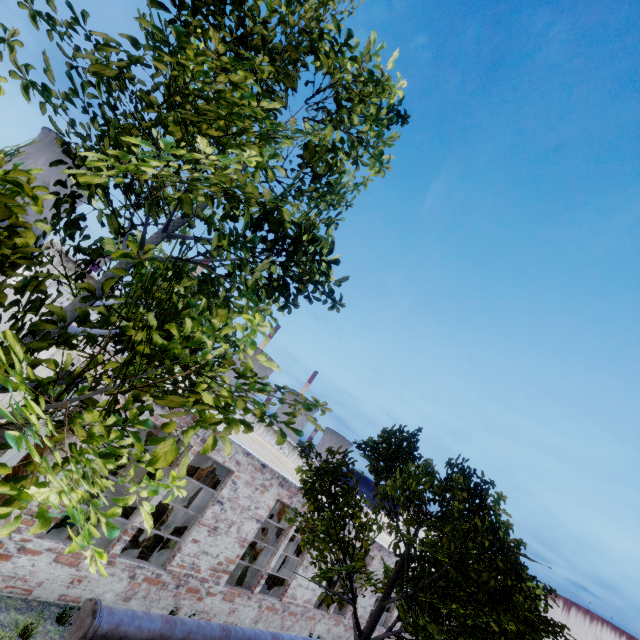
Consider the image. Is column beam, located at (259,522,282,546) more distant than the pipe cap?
Yes

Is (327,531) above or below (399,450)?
below

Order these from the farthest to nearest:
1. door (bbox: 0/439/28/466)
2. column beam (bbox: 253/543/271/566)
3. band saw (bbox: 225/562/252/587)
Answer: column beam (bbox: 253/543/271/566)
band saw (bbox: 225/562/252/587)
door (bbox: 0/439/28/466)

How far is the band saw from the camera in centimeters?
1201cm

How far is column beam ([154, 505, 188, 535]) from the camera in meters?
12.4 m

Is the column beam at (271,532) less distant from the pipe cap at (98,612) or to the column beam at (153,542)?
the column beam at (153,542)

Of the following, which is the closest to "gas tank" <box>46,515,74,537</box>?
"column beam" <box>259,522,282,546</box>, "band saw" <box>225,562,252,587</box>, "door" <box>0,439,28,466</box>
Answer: "door" <box>0,439,28,466</box>

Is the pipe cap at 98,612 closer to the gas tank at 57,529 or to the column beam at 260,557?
the gas tank at 57,529
